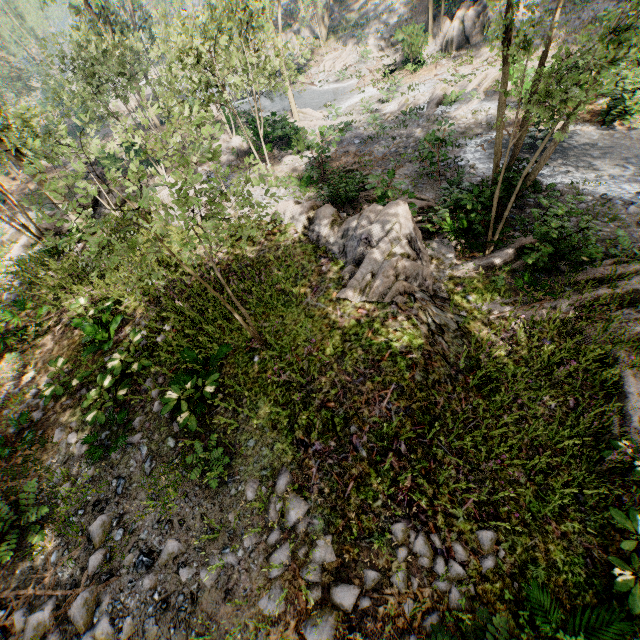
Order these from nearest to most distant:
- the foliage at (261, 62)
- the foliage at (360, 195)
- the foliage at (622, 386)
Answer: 1. the foliage at (261, 62)
2. the foliage at (622, 386)
3. the foliage at (360, 195)

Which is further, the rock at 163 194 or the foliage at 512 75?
the rock at 163 194

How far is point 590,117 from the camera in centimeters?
1587cm

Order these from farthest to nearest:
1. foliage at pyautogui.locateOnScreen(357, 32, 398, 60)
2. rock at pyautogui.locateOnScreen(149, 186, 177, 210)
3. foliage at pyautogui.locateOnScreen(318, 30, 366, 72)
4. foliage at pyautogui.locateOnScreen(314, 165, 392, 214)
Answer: foliage at pyautogui.locateOnScreen(318, 30, 366, 72) < foliage at pyautogui.locateOnScreen(357, 32, 398, 60) < rock at pyautogui.locateOnScreen(149, 186, 177, 210) < foliage at pyautogui.locateOnScreen(314, 165, 392, 214)

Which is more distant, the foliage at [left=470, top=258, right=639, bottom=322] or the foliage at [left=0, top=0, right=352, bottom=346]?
the foliage at [left=470, top=258, right=639, bottom=322]

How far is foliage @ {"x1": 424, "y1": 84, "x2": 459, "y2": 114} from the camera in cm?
2095

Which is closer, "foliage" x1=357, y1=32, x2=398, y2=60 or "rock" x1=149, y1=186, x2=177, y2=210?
"rock" x1=149, y1=186, x2=177, y2=210
